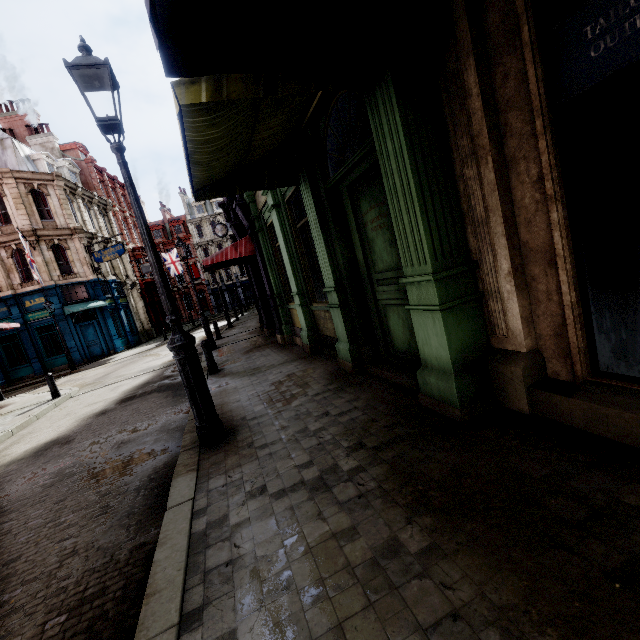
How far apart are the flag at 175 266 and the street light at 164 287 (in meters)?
38.40

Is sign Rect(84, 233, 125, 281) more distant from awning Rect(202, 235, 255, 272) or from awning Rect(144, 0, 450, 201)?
awning Rect(144, 0, 450, 201)

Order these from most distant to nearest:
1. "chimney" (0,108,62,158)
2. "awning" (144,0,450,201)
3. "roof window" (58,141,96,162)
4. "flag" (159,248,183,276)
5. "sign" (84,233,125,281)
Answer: "flag" (159,248,183,276), "roof window" (58,141,96,162), "chimney" (0,108,62,158), "sign" (84,233,125,281), "awning" (144,0,450,201)

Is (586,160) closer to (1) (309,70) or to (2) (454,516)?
(1) (309,70)

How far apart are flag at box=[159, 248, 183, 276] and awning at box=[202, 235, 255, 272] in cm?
2982

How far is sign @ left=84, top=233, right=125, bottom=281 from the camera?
23.8m

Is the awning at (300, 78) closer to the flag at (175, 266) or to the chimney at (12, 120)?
the chimney at (12, 120)

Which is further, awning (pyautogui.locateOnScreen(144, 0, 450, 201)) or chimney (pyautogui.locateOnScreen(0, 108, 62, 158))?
chimney (pyautogui.locateOnScreen(0, 108, 62, 158))
